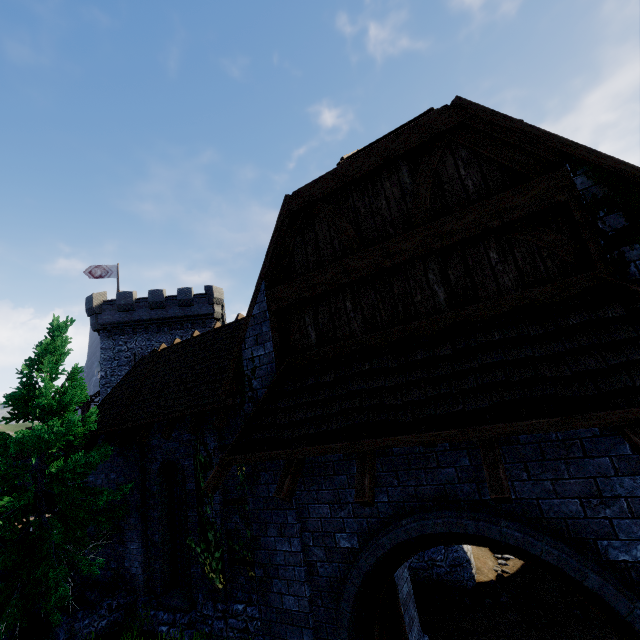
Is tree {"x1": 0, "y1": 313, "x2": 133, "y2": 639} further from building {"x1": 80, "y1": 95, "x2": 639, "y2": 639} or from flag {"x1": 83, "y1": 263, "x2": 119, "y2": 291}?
flag {"x1": 83, "y1": 263, "x2": 119, "y2": 291}

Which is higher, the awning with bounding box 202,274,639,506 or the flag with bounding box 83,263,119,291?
the flag with bounding box 83,263,119,291

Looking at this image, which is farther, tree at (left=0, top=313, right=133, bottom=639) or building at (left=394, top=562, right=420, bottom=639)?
tree at (left=0, top=313, right=133, bottom=639)

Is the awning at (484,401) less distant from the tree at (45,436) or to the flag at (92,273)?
the tree at (45,436)

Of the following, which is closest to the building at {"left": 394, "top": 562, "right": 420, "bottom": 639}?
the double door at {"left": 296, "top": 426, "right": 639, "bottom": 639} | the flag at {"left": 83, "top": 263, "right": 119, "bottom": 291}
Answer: the double door at {"left": 296, "top": 426, "right": 639, "bottom": 639}

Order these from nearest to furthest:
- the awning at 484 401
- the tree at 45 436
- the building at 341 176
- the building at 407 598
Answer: the awning at 484 401, the building at 341 176, the building at 407 598, the tree at 45 436

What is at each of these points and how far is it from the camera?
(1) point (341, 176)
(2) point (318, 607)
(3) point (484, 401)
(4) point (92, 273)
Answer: (1) building, 5.21m
(2) double door, 4.44m
(3) awning, 3.24m
(4) flag, 30.88m

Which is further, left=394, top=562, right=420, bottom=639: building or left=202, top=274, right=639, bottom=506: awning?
left=394, top=562, right=420, bottom=639: building
